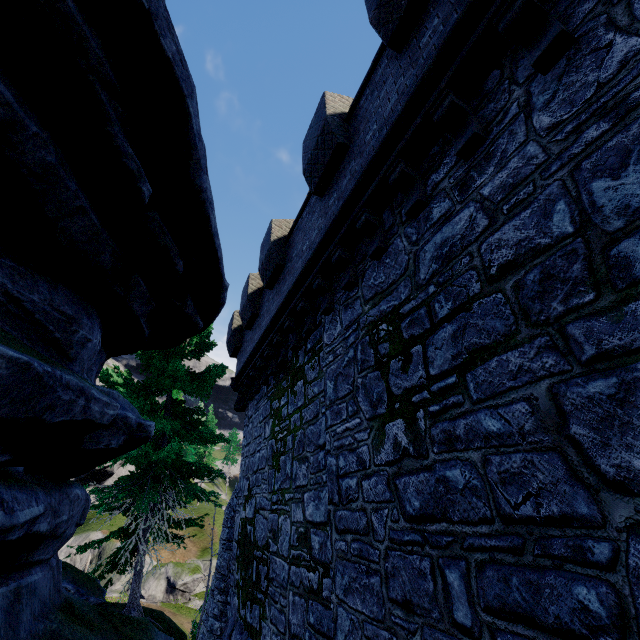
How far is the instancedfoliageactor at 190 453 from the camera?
56.1m

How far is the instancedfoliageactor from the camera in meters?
56.1 m

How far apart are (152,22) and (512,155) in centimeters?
351cm

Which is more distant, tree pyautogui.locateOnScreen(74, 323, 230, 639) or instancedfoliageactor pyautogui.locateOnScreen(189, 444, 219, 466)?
instancedfoliageactor pyautogui.locateOnScreen(189, 444, 219, 466)

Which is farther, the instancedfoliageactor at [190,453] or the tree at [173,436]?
the instancedfoliageactor at [190,453]

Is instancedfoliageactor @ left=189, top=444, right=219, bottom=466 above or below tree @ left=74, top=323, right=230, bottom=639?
above
